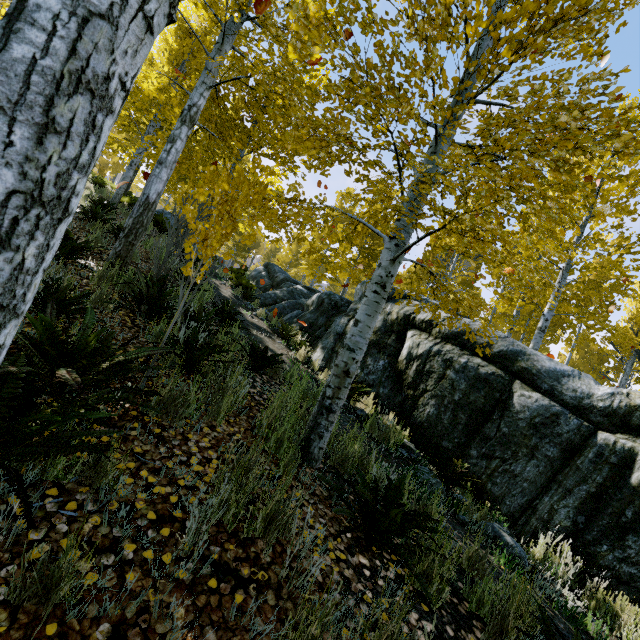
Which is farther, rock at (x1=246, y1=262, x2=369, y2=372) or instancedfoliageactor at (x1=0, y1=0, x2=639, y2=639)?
rock at (x1=246, y1=262, x2=369, y2=372)

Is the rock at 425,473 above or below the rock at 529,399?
below

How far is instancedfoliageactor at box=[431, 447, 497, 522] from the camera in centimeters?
415cm

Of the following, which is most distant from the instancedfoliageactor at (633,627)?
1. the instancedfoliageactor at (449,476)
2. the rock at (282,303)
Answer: the instancedfoliageactor at (449,476)

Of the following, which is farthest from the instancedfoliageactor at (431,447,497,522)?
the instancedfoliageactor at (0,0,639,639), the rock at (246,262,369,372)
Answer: the instancedfoliageactor at (0,0,639,639)

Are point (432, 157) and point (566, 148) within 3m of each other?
yes

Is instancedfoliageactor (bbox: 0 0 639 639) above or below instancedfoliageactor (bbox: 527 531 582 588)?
above

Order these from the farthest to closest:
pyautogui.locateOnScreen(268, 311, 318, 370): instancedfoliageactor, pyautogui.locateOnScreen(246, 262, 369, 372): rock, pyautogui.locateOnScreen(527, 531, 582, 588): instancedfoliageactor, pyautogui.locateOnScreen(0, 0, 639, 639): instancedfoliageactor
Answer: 1. pyautogui.locateOnScreen(246, 262, 369, 372): rock
2. pyautogui.locateOnScreen(268, 311, 318, 370): instancedfoliageactor
3. pyautogui.locateOnScreen(527, 531, 582, 588): instancedfoliageactor
4. pyautogui.locateOnScreen(0, 0, 639, 639): instancedfoliageactor
